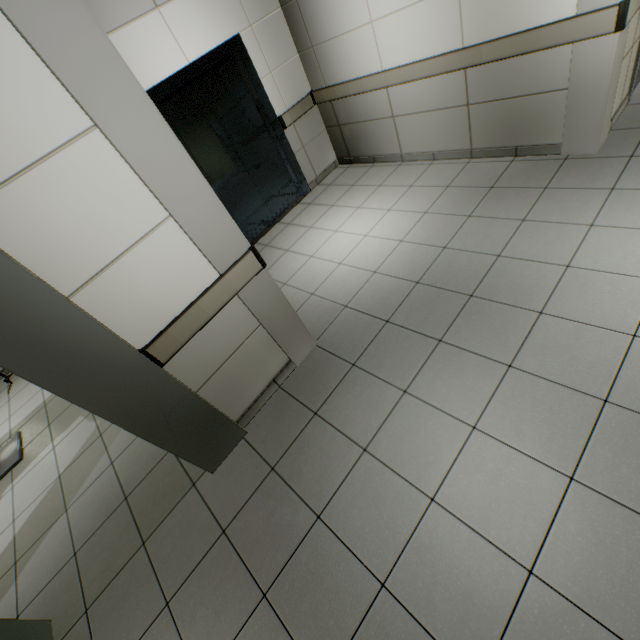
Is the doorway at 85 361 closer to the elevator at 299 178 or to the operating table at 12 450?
the operating table at 12 450

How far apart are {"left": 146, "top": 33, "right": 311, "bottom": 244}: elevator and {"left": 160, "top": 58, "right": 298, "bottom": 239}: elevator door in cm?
1

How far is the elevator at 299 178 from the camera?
3.6 meters

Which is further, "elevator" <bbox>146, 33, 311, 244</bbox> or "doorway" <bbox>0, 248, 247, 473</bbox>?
"elevator" <bbox>146, 33, 311, 244</bbox>

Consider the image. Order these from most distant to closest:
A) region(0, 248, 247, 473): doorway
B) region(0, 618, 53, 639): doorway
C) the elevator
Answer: the elevator < region(0, 618, 53, 639): doorway < region(0, 248, 247, 473): doorway

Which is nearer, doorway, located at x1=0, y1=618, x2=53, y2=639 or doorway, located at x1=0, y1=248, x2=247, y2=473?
doorway, located at x1=0, y1=248, x2=247, y2=473

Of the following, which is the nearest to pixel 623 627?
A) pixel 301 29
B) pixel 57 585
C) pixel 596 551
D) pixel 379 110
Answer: pixel 596 551

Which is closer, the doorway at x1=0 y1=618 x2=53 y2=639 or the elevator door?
the doorway at x1=0 y1=618 x2=53 y2=639
